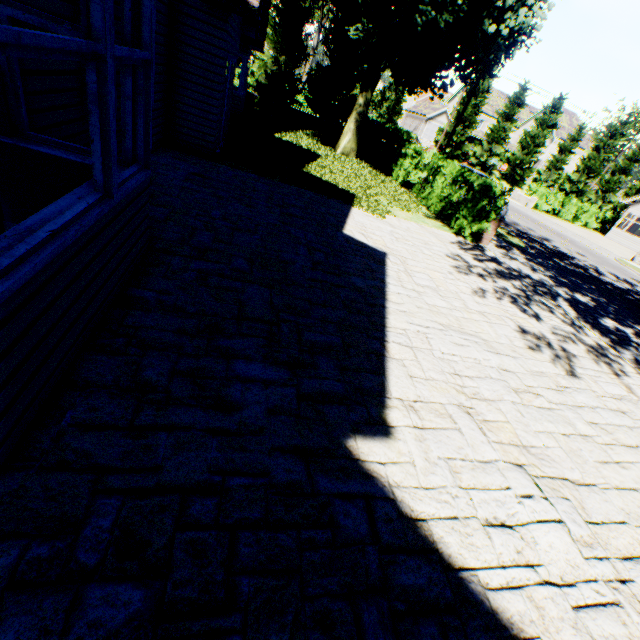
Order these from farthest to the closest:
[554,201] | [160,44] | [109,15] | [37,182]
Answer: [554,201]
[160,44]
[37,182]
[109,15]

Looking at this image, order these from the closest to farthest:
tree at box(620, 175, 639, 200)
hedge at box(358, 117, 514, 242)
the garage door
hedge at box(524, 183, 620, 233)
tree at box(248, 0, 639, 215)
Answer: hedge at box(358, 117, 514, 242) → tree at box(248, 0, 639, 215) → hedge at box(524, 183, 620, 233) → tree at box(620, 175, 639, 200) → the garage door

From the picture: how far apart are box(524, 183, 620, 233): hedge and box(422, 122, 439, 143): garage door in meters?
34.0

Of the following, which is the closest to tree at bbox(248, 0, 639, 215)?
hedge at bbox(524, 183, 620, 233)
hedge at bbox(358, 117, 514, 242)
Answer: hedge at bbox(358, 117, 514, 242)

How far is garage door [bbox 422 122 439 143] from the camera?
56.3 meters

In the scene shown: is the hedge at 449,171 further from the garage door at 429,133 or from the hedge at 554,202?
the garage door at 429,133

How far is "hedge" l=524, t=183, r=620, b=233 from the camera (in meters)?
29.14

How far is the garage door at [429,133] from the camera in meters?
56.3 m
